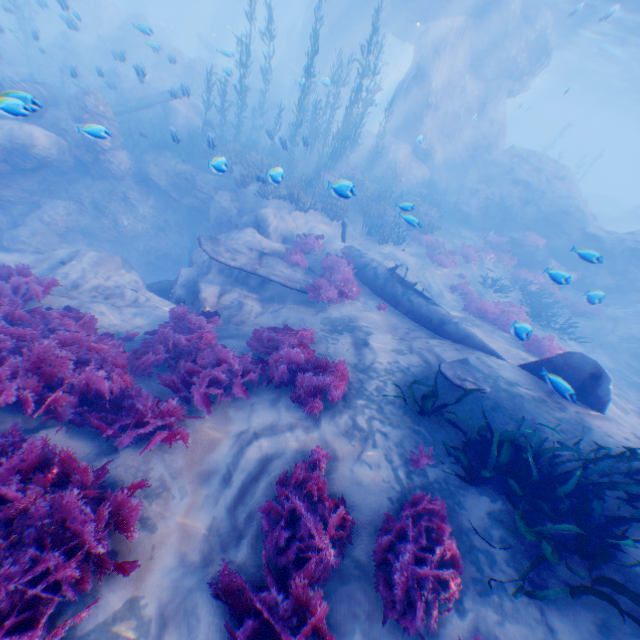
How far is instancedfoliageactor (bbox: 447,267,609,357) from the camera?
10.1 meters

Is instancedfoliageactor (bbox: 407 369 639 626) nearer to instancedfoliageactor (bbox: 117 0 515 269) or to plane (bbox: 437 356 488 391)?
plane (bbox: 437 356 488 391)

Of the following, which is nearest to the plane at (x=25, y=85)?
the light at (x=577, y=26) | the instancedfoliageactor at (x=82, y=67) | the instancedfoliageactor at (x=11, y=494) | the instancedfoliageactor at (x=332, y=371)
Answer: the instancedfoliageactor at (x=82, y=67)

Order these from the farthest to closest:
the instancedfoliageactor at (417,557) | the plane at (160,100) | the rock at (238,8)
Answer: the rock at (238,8) → the plane at (160,100) → the instancedfoliageactor at (417,557)

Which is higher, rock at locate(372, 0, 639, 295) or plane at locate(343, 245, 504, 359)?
rock at locate(372, 0, 639, 295)

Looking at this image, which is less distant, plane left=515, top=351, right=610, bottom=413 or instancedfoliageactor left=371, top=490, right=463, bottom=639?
instancedfoliageactor left=371, top=490, right=463, bottom=639

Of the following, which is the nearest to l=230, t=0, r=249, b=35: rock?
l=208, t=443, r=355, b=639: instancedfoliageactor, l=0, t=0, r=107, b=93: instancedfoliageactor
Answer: l=0, t=0, r=107, b=93: instancedfoliageactor

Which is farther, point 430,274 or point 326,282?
point 430,274
